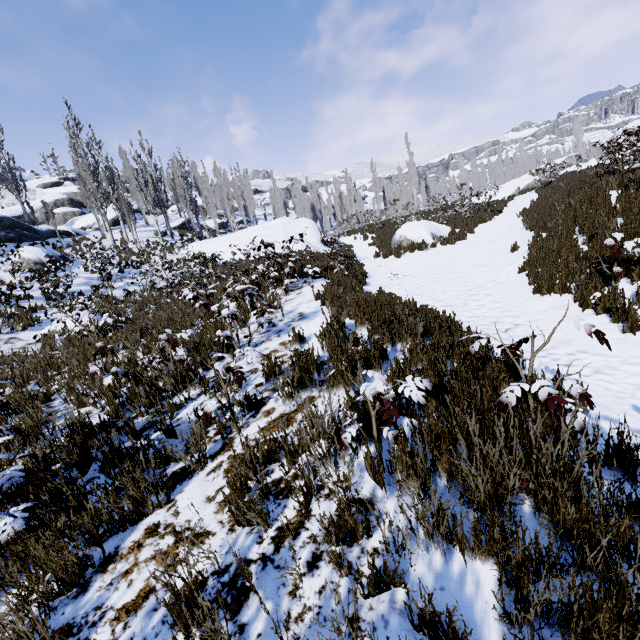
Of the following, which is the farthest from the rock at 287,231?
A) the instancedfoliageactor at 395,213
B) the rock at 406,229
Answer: the rock at 406,229

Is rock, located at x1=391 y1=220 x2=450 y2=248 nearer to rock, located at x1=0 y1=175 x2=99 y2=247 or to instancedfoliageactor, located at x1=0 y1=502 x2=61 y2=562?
instancedfoliageactor, located at x1=0 y1=502 x2=61 y2=562

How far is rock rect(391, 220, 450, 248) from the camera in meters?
14.6 m

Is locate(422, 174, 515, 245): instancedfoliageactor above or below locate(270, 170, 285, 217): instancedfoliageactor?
below

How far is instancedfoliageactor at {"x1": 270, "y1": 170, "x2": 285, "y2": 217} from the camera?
50.22m

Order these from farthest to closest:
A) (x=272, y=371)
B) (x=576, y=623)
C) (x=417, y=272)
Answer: (x=417, y=272)
(x=272, y=371)
(x=576, y=623)

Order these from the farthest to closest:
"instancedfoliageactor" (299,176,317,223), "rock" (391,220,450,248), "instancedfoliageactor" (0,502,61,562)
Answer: "instancedfoliageactor" (299,176,317,223)
"rock" (391,220,450,248)
"instancedfoliageactor" (0,502,61,562)

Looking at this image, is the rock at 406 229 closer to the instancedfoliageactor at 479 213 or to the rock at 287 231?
the rock at 287 231
